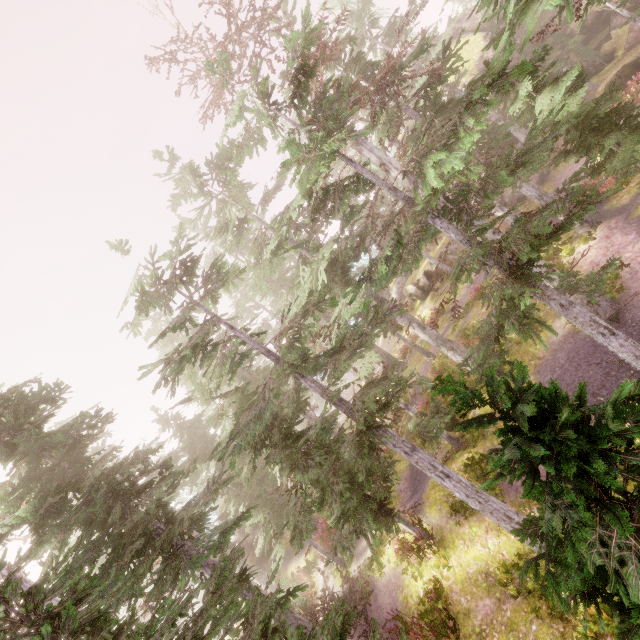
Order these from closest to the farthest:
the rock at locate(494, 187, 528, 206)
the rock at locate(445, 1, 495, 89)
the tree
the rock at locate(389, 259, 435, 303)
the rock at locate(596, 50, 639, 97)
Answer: the tree → the rock at locate(596, 50, 639, 97) → the rock at locate(494, 187, 528, 206) → the rock at locate(445, 1, 495, 89) → the rock at locate(389, 259, 435, 303)

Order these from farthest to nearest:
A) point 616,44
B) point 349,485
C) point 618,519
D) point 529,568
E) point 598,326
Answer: point 616,44 → point 349,485 → point 529,568 → point 598,326 → point 618,519

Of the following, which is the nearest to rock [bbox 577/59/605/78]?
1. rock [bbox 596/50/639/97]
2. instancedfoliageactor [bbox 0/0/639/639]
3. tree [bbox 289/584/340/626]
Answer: instancedfoliageactor [bbox 0/0/639/639]

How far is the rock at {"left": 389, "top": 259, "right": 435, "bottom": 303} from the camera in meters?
29.9 m

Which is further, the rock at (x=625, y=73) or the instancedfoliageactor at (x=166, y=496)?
the rock at (x=625, y=73)

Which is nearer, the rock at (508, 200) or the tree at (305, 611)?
the tree at (305, 611)

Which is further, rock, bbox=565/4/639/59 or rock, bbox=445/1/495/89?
rock, bbox=445/1/495/89

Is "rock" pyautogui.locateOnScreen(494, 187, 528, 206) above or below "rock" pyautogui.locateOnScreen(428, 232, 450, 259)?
below
